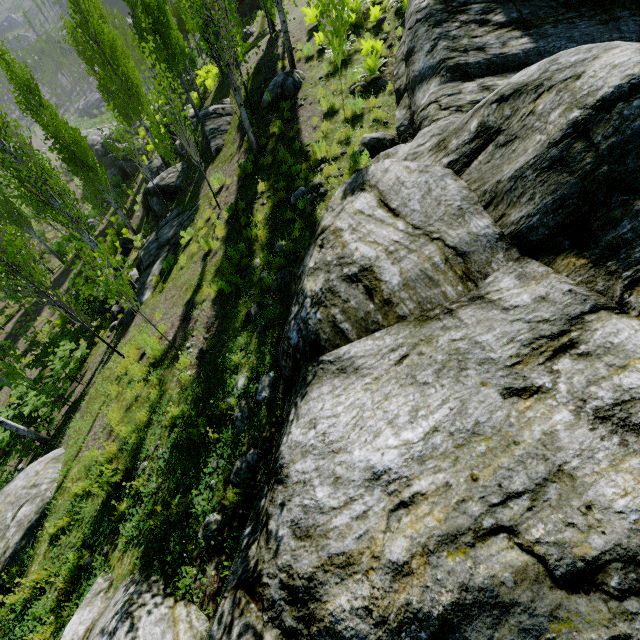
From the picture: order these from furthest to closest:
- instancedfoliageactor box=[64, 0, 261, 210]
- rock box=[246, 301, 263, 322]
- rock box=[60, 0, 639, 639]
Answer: instancedfoliageactor box=[64, 0, 261, 210] < rock box=[246, 301, 263, 322] < rock box=[60, 0, 639, 639]

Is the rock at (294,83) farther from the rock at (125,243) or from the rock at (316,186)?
the rock at (125,243)

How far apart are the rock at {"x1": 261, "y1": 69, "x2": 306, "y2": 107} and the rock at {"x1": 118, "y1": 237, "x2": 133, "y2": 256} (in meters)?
13.05

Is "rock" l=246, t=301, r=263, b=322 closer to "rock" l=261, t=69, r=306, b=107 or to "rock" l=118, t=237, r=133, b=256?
→ "rock" l=261, t=69, r=306, b=107

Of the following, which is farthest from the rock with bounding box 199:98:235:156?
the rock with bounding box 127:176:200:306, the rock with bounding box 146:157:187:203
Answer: the rock with bounding box 127:176:200:306

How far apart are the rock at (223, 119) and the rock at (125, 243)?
8.4m

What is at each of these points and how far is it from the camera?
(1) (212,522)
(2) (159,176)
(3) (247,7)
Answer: (1) rock, 3.77m
(2) rock, 18.00m
(3) rock, 32.16m

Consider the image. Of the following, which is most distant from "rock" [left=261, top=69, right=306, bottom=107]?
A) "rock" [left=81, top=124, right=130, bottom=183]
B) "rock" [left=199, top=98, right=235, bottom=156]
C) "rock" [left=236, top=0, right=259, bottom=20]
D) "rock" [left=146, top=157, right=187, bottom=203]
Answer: "rock" [left=81, top=124, right=130, bottom=183]
